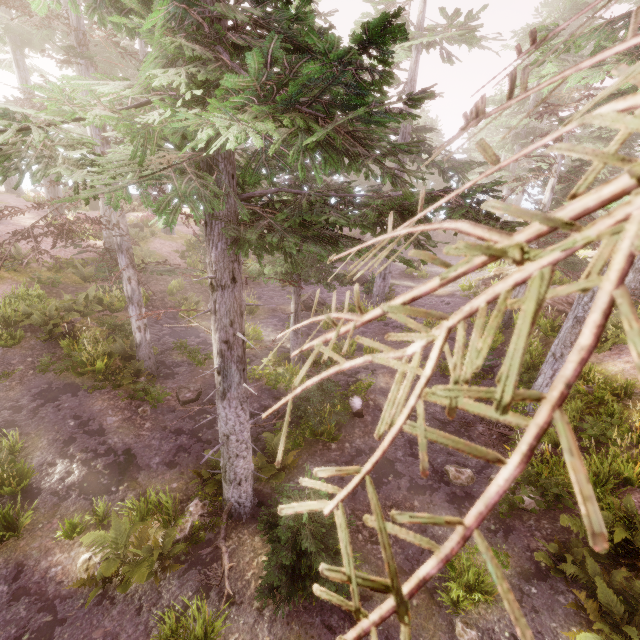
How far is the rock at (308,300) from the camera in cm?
1820

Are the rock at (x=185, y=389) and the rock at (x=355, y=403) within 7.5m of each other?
yes

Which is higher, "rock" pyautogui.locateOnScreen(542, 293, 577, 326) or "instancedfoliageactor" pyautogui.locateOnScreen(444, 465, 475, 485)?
"rock" pyautogui.locateOnScreen(542, 293, 577, 326)

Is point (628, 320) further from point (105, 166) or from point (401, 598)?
point (105, 166)

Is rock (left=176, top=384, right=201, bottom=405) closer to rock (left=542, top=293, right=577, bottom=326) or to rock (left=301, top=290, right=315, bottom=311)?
rock (left=301, top=290, right=315, bottom=311)

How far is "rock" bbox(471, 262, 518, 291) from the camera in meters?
20.0

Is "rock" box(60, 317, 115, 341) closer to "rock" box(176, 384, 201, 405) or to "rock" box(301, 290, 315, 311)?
"rock" box(176, 384, 201, 405)
